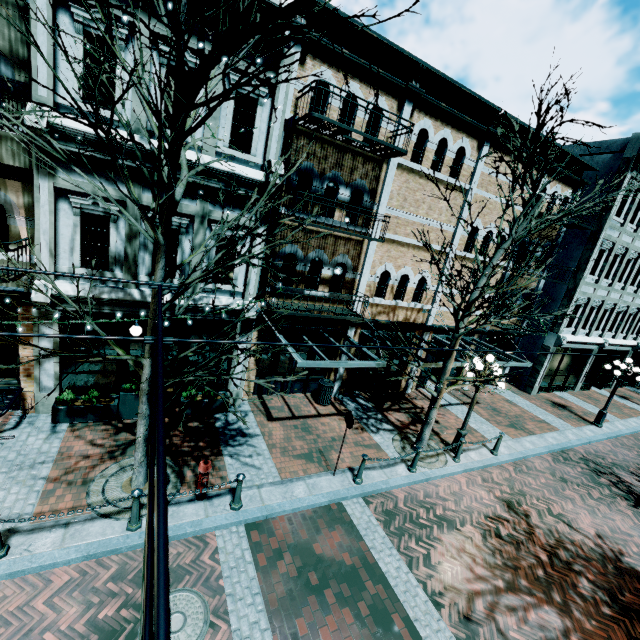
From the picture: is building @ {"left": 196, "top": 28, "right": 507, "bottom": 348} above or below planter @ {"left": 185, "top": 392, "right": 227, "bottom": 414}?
above

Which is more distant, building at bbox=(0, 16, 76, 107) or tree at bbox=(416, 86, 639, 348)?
tree at bbox=(416, 86, 639, 348)

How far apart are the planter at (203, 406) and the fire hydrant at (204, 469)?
3.0m

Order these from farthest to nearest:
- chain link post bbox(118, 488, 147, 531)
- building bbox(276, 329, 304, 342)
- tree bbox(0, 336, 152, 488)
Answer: building bbox(276, 329, 304, 342) < chain link post bbox(118, 488, 147, 531) < tree bbox(0, 336, 152, 488)

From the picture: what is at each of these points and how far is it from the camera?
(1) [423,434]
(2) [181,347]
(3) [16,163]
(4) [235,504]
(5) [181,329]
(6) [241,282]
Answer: (1) tree, 10.45m
(2) building, 9.84m
(3) building, 7.20m
(4) chain link post, 7.16m
(5) building, 9.67m
(6) building, 10.05m

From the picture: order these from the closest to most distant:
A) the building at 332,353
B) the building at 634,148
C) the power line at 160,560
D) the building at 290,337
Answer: the power line at 160,560 → the building at 290,337 → the building at 332,353 → the building at 634,148

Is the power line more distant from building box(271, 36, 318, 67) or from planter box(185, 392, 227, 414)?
planter box(185, 392, 227, 414)

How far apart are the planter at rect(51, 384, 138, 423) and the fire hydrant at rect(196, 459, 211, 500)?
3.00m
